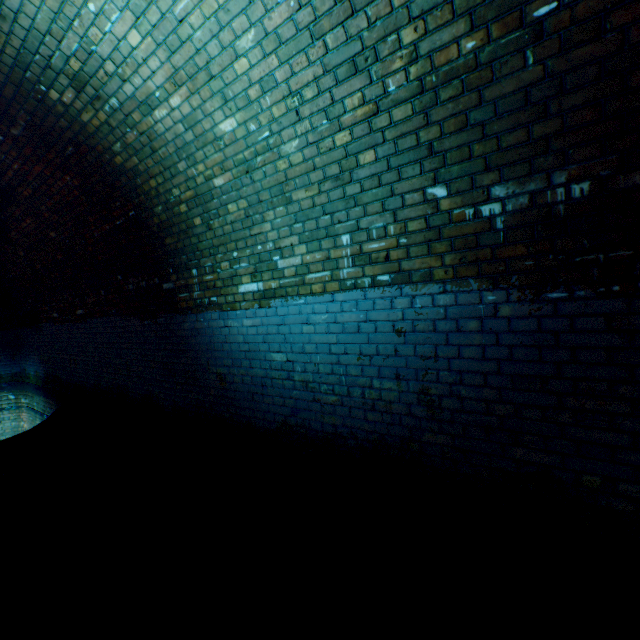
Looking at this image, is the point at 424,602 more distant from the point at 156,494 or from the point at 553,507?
the point at 156,494
